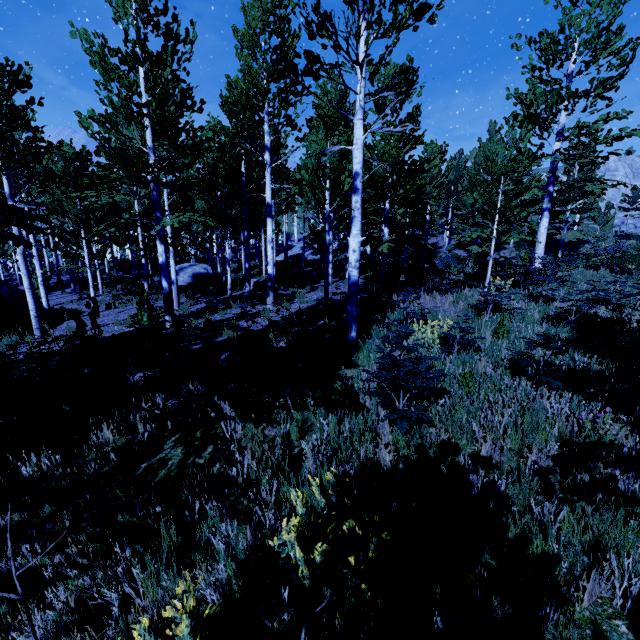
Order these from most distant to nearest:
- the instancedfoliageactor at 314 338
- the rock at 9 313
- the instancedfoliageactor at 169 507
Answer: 1. the rock at 9 313
2. the instancedfoliageactor at 314 338
3. the instancedfoliageactor at 169 507

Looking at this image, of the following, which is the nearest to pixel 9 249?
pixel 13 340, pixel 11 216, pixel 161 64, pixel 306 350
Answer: pixel 13 340

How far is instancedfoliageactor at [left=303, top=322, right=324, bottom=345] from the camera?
8.0m

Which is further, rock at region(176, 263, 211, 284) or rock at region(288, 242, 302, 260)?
rock at region(288, 242, 302, 260)

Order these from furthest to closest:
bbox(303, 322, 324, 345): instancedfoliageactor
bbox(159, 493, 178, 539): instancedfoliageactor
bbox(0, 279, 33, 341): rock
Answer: bbox(0, 279, 33, 341): rock → bbox(303, 322, 324, 345): instancedfoliageactor → bbox(159, 493, 178, 539): instancedfoliageactor

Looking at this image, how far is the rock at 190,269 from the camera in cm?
2319

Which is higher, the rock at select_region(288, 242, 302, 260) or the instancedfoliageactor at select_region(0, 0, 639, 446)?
the instancedfoliageactor at select_region(0, 0, 639, 446)
